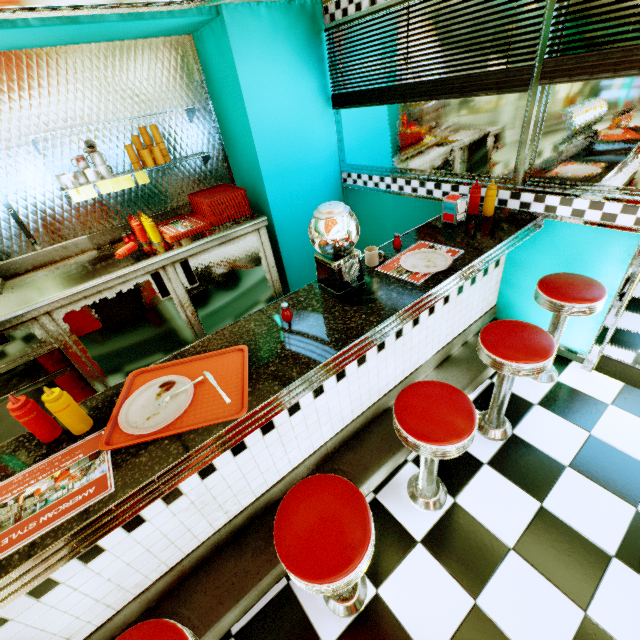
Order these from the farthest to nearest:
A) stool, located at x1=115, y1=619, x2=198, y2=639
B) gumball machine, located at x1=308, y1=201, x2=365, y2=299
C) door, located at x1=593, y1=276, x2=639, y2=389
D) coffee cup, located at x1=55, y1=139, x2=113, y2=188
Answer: coffee cup, located at x1=55, y1=139, x2=113, y2=188
door, located at x1=593, y1=276, x2=639, y2=389
gumball machine, located at x1=308, y1=201, x2=365, y2=299
stool, located at x1=115, y1=619, x2=198, y2=639

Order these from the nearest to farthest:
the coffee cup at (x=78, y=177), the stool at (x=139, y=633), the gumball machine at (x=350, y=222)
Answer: the stool at (x=139, y=633) < the gumball machine at (x=350, y=222) < the coffee cup at (x=78, y=177)

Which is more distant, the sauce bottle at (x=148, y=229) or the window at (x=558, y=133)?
the sauce bottle at (x=148, y=229)

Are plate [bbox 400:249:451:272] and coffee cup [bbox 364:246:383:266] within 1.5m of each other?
yes

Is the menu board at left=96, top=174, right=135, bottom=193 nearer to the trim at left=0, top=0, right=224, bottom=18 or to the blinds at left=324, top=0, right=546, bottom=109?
the trim at left=0, top=0, right=224, bottom=18

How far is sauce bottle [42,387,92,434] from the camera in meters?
1.2

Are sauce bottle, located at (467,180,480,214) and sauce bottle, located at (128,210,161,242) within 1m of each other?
no

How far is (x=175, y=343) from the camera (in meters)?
3.14
